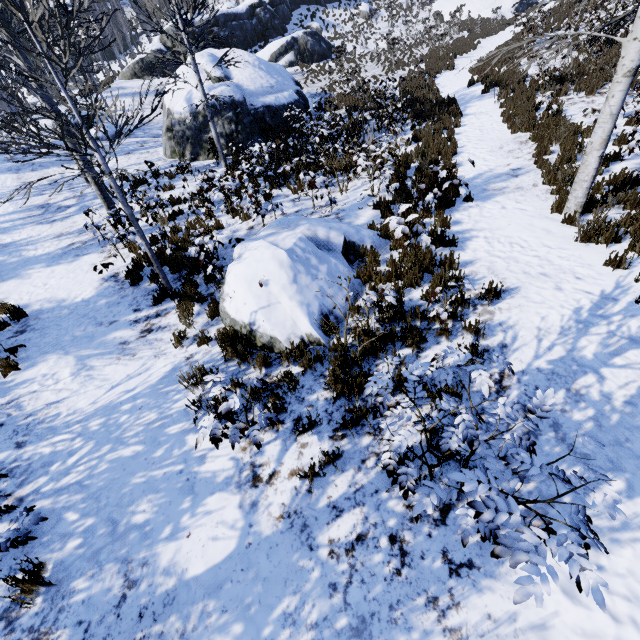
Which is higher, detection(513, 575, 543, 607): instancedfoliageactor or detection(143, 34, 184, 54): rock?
detection(143, 34, 184, 54): rock

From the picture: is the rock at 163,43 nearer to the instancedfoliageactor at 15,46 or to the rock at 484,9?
the instancedfoliageactor at 15,46

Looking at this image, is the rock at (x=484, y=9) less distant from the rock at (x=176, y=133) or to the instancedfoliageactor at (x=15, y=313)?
the instancedfoliageactor at (x=15, y=313)

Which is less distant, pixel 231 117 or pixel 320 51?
pixel 231 117

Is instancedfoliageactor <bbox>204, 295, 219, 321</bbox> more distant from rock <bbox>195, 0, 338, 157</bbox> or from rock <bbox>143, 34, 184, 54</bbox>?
rock <bbox>195, 0, 338, 157</bbox>

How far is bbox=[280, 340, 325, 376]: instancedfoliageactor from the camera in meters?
4.7
